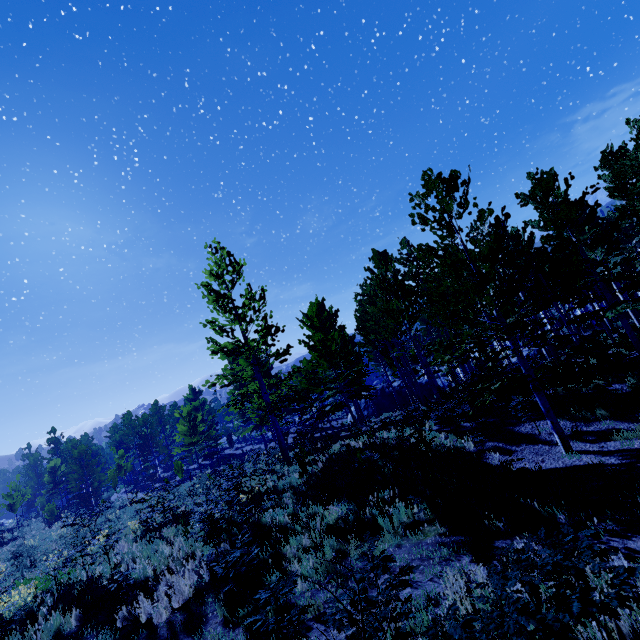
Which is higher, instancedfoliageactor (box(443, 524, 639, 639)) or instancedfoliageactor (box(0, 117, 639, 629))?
instancedfoliageactor (box(0, 117, 639, 629))

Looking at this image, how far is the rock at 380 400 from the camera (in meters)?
34.66

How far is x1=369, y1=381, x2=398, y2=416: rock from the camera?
34.66m

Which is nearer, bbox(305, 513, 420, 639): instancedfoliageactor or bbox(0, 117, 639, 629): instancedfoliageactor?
bbox(305, 513, 420, 639): instancedfoliageactor

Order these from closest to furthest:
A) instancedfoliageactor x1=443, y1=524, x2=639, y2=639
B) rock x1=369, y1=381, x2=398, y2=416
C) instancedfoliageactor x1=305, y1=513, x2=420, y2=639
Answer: instancedfoliageactor x1=443, y1=524, x2=639, y2=639 → instancedfoliageactor x1=305, y1=513, x2=420, y2=639 → rock x1=369, y1=381, x2=398, y2=416

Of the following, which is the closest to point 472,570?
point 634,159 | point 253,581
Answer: point 253,581

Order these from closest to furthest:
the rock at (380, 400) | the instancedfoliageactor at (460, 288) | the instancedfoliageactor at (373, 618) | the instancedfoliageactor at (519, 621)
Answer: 1. the instancedfoliageactor at (519, 621)
2. the instancedfoliageactor at (373, 618)
3. the instancedfoliageactor at (460, 288)
4. the rock at (380, 400)

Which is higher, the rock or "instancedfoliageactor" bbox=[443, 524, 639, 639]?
"instancedfoliageactor" bbox=[443, 524, 639, 639]
